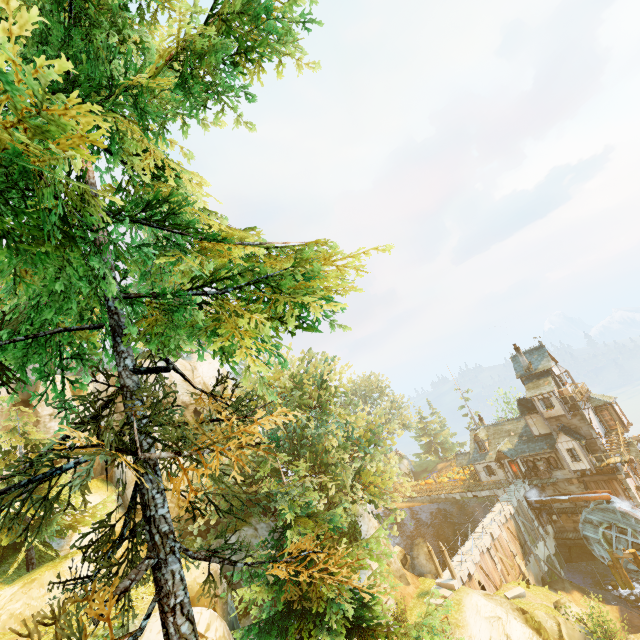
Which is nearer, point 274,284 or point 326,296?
point 326,296

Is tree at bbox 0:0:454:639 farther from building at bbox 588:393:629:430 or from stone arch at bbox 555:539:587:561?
stone arch at bbox 555:539:587:561

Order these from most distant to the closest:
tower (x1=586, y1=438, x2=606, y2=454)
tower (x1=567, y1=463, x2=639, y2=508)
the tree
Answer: tower (x1=586, y1=438, x2=606, y2=454) → tower (x1=567, y1=463, x2=639, y2=508) → the tree

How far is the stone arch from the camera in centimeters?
3447cm

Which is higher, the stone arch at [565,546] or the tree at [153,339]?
the tree at [153,339]

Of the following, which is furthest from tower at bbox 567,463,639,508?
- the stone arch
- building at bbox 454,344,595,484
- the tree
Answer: the tree

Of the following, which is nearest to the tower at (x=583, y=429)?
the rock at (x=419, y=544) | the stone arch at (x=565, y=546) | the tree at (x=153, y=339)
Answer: the stone arch at (x=565, y=546)

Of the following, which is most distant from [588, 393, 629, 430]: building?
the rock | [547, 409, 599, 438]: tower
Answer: the rock
